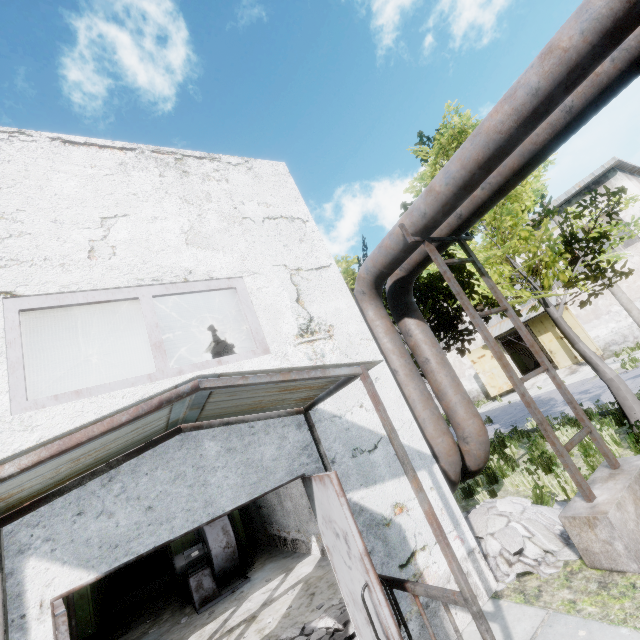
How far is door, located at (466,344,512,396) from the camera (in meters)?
25.19

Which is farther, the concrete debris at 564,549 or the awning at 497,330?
the awning at 497,330

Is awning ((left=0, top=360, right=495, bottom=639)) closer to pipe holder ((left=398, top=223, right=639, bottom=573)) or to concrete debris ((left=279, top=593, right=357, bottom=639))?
concrete debris ((left=279, top=593, right=357, bottom=639))

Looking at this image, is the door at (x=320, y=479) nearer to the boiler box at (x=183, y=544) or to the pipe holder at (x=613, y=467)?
the pipe holder at (x=613, y=467)

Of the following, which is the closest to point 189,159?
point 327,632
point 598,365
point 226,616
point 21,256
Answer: point 21,256

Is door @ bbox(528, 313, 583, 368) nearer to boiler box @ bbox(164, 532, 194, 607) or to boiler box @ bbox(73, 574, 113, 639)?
boiler box @ bbox(164, 532, 194, 607)

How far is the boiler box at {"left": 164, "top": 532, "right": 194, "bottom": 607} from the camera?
8.9 meters

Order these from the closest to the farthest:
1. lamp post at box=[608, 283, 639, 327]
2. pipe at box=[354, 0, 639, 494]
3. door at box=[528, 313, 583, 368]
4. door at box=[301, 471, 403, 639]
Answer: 1. door at box=[301, 471, 403, 639]
2. pipe at box=[354, 0, 639, 494]
3. lamp post at box=[608, 283, 639, 327]
4. door at box=[528, 313, 583, 368]
